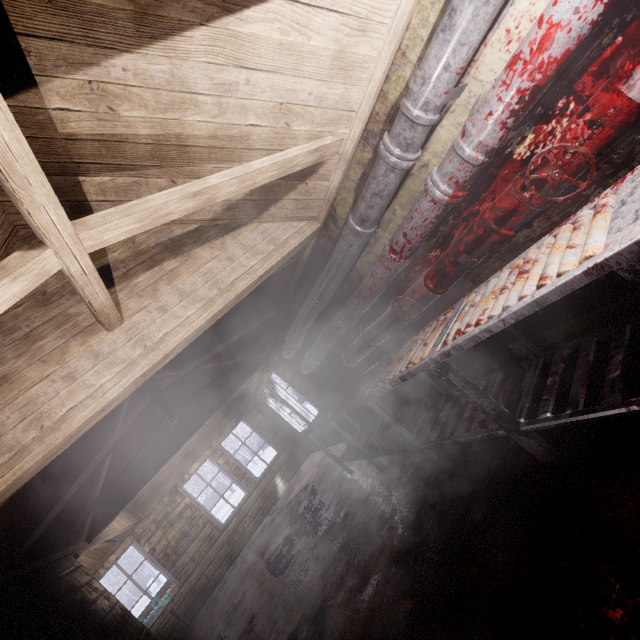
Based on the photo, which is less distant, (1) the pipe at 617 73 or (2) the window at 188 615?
(1) the pipe at 617 73

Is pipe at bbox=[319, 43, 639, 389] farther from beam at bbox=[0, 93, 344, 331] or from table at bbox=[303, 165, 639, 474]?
beam at bbox=[0, 93, 344, 331]

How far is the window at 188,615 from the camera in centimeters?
607cm

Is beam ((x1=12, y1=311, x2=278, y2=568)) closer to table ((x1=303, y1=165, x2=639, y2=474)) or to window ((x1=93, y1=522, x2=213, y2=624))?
table ((x1=303, y1=165, x2=639, y2=474))

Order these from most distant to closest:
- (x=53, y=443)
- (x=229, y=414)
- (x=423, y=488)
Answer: (x=229, y=414), (x=423, y=488), (x=53, y=443)

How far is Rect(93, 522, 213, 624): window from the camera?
6.1m

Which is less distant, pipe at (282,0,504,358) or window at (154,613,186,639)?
pipe at (282,0,504,358)

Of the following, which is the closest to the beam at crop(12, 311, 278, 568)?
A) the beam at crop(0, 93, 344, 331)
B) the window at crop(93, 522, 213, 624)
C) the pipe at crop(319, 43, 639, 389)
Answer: the beam at crop(0, 93, 344, 331)
